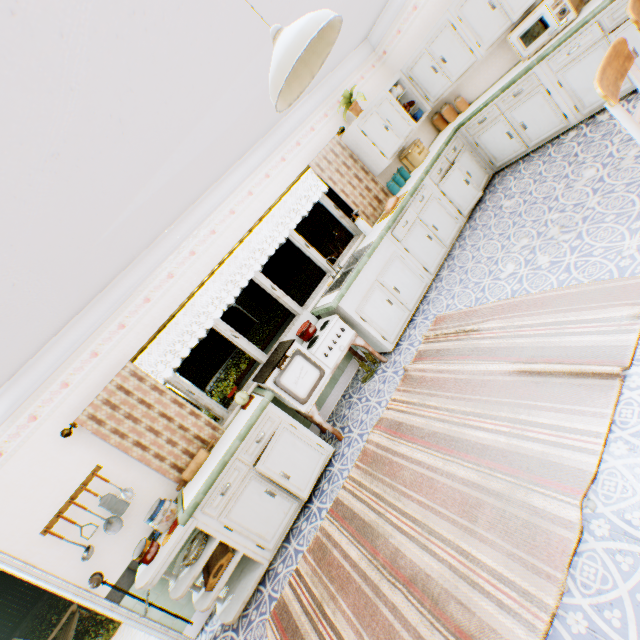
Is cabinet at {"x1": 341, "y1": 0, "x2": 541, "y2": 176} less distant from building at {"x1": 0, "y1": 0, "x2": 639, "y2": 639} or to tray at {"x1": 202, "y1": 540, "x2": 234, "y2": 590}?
building at {"x1": 0, "y1": 0, "x2": 639, "y2": 639}

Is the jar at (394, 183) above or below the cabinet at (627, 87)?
above

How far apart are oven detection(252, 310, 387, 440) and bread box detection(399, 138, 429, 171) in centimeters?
335cm

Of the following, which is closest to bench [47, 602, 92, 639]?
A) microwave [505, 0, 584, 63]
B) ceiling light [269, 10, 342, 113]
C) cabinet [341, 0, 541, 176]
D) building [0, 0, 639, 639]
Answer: building [0, 0, 639, 639]

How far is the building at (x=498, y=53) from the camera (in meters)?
4.91

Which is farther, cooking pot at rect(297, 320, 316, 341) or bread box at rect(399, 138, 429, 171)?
bread box at rect(399, 138, 429, 171)

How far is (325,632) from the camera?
2.4m

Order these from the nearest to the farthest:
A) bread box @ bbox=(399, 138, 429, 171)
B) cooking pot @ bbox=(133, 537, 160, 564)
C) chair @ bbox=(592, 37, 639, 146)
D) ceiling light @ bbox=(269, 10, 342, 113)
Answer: ceiling light @ bbox=(269, 10, 342, 113) → chair @ bbox=(592, 37, 639, 146) → cooking pot @ bbox=(133, 537, 160, 564) → bread box @ bbox=(399, 138, 429, 171)
